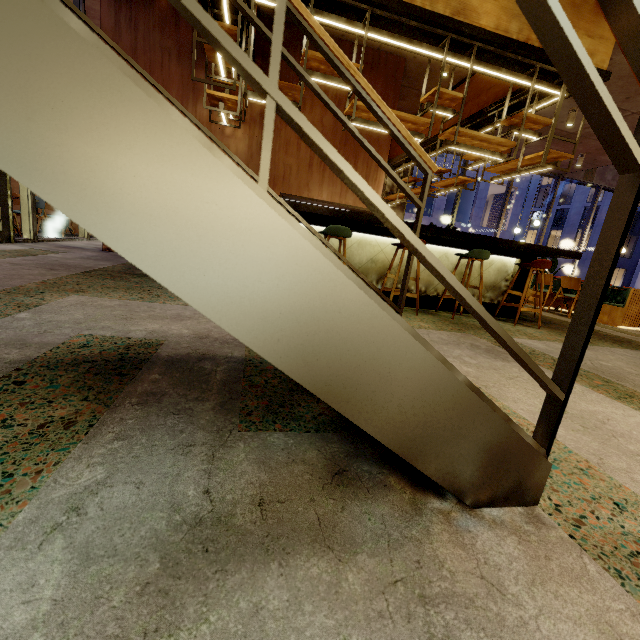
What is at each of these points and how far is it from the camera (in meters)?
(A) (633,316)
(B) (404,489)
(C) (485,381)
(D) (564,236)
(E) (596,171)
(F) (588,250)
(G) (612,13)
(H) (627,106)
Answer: (A) seat, 6.42
(B) building, 1.06
(C) building, 2.20
(D) building, 42.69
(E) building, 12.34
(F) building, 39.47
(G) stairs, 0.77
(H) building, 6.97

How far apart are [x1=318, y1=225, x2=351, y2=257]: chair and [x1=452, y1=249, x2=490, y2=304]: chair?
1.57m

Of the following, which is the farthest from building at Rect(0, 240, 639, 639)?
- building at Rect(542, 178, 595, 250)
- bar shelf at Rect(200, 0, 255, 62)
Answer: building at Rect(542, 178, 595, 250)

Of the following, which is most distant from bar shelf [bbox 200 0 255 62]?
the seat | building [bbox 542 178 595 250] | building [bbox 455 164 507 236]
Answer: building [bbox 542 178 595 250]

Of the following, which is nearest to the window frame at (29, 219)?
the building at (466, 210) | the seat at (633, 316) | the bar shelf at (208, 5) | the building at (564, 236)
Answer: the bar shelf at (208, 5)

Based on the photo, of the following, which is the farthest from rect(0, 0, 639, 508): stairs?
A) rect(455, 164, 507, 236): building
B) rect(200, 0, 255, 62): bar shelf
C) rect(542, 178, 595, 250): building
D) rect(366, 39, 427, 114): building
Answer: rect(542, 178, 595, 250): building

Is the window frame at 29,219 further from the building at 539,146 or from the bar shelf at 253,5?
the bar shelf at 253,5

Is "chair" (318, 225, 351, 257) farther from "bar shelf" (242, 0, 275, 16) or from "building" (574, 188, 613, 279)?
"building" (574, 188, 613, 279)
